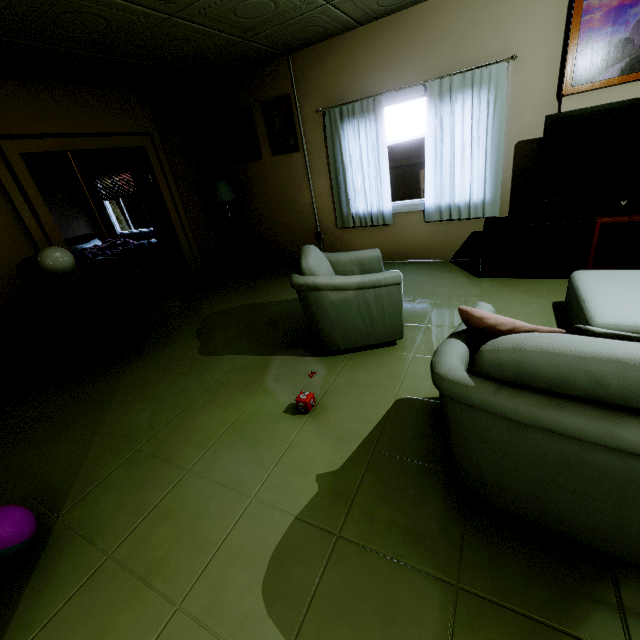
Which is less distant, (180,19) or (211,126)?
(180,19)

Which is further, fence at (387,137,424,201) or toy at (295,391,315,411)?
fence at (387,137,424,201)

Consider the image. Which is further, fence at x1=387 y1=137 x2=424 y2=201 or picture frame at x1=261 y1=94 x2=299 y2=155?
fence at x1=387 y1=137 x2=424 y2=201

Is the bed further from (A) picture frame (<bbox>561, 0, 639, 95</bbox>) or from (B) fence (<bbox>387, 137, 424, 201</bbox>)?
(A) picture frame (<bbox>561, 0, 639, 95</bbox>)

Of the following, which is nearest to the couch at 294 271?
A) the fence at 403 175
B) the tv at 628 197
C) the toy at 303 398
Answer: the toy at 303 398

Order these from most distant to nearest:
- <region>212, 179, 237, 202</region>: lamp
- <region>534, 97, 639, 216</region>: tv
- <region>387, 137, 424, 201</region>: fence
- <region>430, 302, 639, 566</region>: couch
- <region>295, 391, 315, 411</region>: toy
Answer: <region>387, 137, 424, 201</region>: fence, <region>212, 179, 237, 202</region>: lamp, <region>534, 97, 639, 216</region>: tv, <region>295, 391, 315, 411</region>: toy, <region>430, 302, 639, 566</region>: couch

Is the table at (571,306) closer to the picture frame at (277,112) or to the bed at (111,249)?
the picture frame at (277,112)

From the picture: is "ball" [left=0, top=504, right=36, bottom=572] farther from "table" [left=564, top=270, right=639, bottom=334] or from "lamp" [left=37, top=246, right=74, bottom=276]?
"table" [left=564, top=270, right=639, bottom=334]
